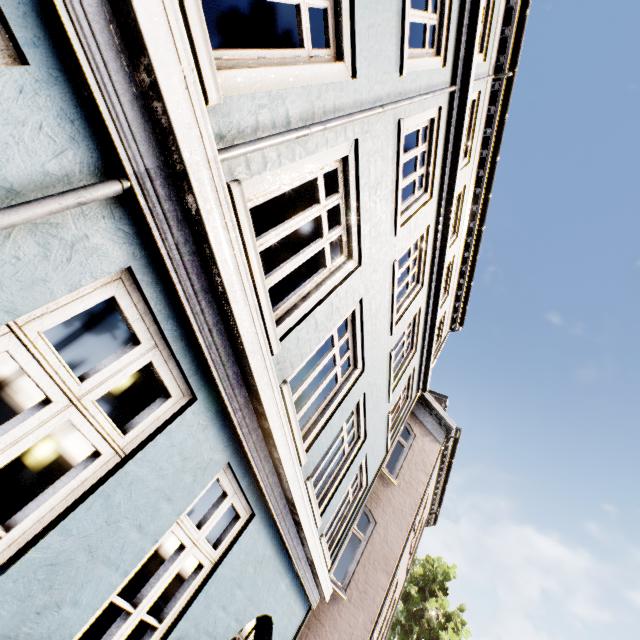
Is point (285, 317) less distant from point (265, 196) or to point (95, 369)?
point (265, 196)
